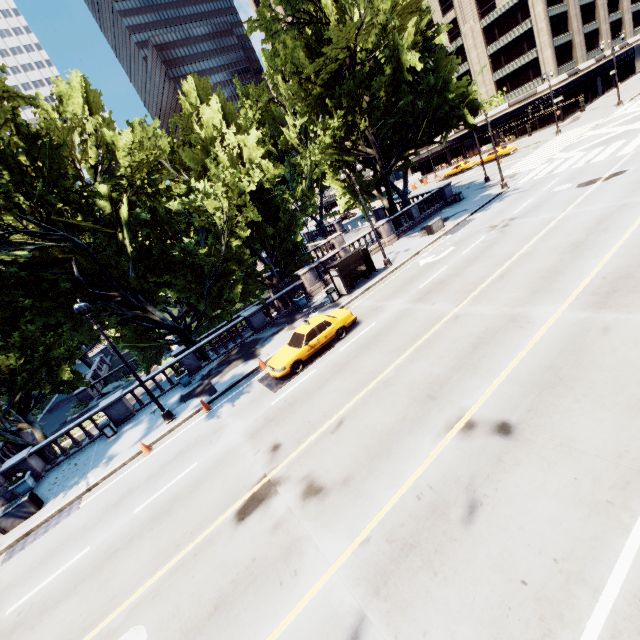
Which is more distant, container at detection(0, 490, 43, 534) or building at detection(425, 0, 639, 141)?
building at detection(425, 0, 639, 141)

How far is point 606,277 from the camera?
11.27m

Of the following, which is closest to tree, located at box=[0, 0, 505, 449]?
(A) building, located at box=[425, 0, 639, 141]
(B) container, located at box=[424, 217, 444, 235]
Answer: (B) container, located at box=[424, 217, 444, 235]

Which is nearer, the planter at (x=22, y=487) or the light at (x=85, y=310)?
the light at (x=85, y=310)

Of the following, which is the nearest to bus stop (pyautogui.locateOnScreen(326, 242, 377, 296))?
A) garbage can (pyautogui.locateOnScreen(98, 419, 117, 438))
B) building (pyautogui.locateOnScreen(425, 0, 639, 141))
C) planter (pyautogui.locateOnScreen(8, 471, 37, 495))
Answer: garbage can (pyautogui.locateOnScreen(98, 419, 117, 438))

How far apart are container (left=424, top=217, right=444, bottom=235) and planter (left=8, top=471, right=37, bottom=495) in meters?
30.4

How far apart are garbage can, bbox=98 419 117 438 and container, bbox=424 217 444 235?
26.09m

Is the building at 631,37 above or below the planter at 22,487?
above
